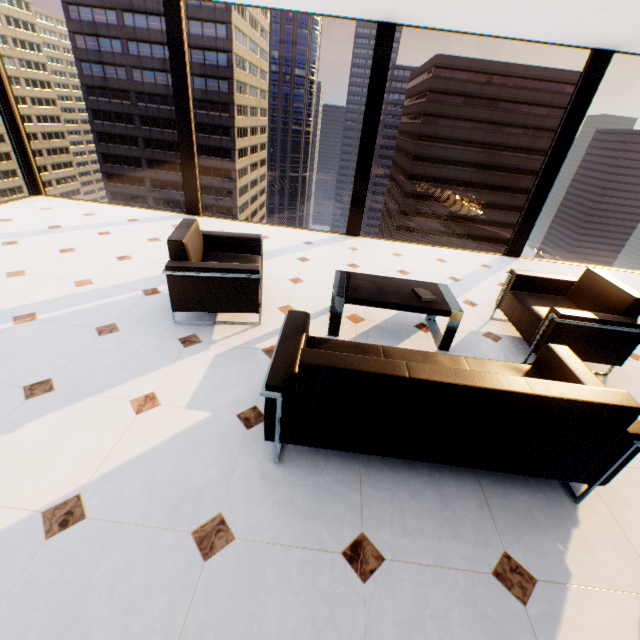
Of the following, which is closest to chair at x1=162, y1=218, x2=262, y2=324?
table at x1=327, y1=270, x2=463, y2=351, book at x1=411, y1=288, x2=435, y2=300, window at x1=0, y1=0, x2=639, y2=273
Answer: table at x1=327, y1=270, x2=463, y2=351

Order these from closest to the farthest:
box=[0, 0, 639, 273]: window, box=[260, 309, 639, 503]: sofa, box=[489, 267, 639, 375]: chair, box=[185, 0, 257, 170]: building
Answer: box=[260, 309, 639, 503]: sofa
box=[489, 267, 639, 375]: chair
box=[0, 0, 639, 273]: window
box=[185, 0, 257, 170]: building

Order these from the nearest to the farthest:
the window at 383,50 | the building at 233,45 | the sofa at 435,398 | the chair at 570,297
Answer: the sofa at 435,398 < the chair at 570,297 < the window at 383,50 < the building at 233,45

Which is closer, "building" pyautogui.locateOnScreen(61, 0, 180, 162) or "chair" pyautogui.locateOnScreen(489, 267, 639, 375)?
"chair" pyautogui.locateOnScreen(489, 267, 639, 375)

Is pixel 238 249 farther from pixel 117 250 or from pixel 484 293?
pixel 484 293

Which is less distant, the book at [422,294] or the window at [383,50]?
the book at [422,294]

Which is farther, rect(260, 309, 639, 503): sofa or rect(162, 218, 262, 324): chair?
rect(162, 218, 262, 324): chair

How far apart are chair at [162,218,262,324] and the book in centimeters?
149cm
